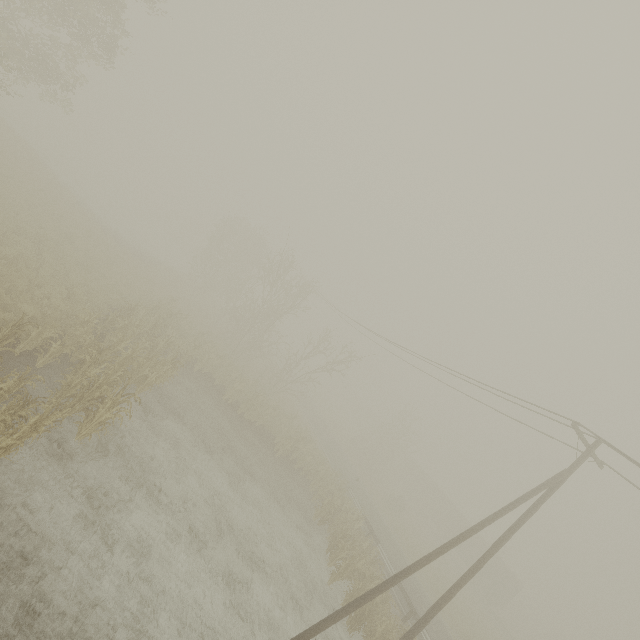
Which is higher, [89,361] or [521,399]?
[521,399]

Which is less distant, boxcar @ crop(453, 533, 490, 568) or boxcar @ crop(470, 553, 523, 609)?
boxcar @ crop(470, 553, 523, 609)

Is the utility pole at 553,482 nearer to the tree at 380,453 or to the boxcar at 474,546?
the tree at 380,453

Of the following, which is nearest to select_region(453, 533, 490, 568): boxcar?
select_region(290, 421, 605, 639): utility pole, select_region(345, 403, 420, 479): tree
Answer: select_region(345, 403, 420, 479): tree

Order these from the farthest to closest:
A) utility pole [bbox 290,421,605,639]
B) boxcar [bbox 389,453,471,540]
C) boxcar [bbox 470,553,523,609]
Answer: boxcar [bbox 389,453,471,540] < boxcar [bbox 470,553,523,609] < utility pole [bbox 290,421,605,639]

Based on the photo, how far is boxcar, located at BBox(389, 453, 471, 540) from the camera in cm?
4503

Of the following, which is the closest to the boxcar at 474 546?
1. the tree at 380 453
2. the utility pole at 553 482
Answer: the tree at 380 453

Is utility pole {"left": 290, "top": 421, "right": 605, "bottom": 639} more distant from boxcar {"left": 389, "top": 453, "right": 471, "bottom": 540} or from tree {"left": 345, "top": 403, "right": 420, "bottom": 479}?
boxcar {"left": 389, "top": 453, "right": 471, "bottom": 540}
